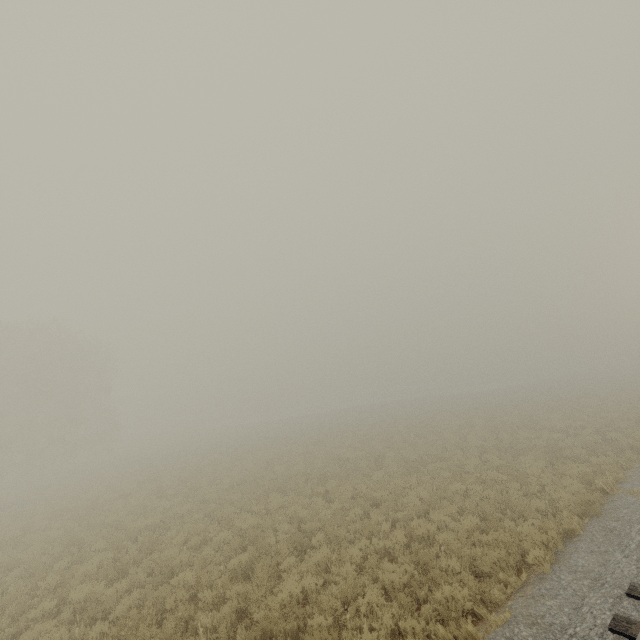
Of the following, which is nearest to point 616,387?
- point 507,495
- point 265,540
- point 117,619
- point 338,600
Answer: point 507,495
